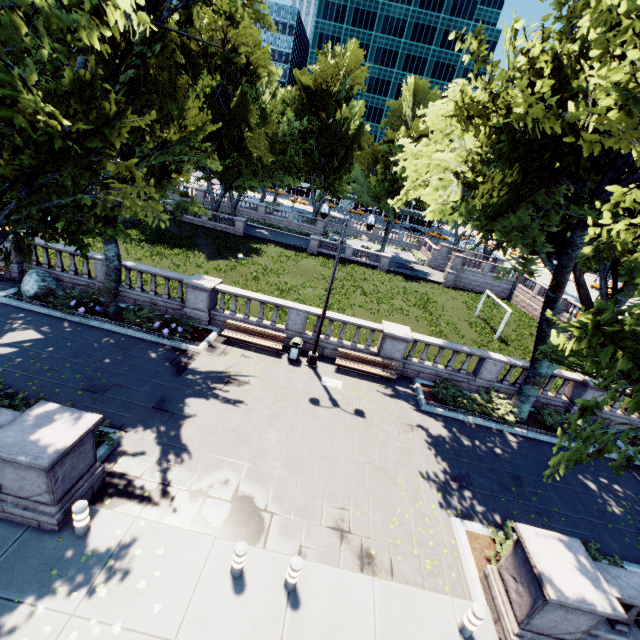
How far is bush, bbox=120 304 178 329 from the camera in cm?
1469

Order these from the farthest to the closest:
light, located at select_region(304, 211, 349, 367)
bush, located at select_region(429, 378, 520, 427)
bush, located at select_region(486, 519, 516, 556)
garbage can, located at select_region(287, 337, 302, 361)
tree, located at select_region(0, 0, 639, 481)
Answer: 1. garbage can, located at select_region(287, 337, 302, 361)
2. bush, located at select_region(429, 378, 520, 427)
3. light, located at select_region(304, 211, 349, 367)
4. bush, located at select_region(486, 519, 516, 556)
5. tree, located at select_region(0, 0, 639, 481)

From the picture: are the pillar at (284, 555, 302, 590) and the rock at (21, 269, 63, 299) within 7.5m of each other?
no

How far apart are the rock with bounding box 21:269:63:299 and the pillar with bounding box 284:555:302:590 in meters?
15.9

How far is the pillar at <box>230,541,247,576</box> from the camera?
6.61m

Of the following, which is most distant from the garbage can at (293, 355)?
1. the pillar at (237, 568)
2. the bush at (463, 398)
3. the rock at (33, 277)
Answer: the rock at (33, 277)

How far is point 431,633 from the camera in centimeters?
677cm

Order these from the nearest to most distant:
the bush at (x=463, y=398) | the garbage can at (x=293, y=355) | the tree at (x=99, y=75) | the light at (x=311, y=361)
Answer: the tree at (x=99, y=75), the light at (x=311, y=361), the bush at (x=463, y=398), the garbage can at (x=293, y=355)
